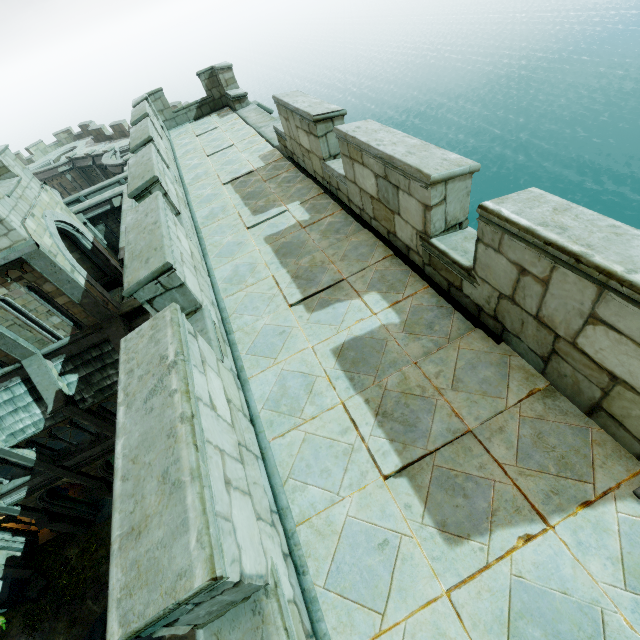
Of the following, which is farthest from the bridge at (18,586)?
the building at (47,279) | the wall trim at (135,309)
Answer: the wall trim at (135,309)

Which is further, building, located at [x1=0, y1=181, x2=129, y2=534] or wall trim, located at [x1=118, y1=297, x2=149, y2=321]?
wall trim, located at [x1=118, y1=297, x2=149, y2=321]

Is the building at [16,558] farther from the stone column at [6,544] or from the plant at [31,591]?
the plant at [31,591]

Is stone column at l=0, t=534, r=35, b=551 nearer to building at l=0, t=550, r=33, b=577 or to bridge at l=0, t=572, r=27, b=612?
building at l=0, t=550, r=33, b=577

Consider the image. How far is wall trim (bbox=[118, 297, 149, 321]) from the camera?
12.87m

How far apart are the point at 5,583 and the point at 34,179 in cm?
1976

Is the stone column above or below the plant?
above

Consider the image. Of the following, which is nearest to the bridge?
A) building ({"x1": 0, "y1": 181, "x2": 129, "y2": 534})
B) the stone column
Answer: building ({"x1": 0, "y1": 181, "x2": 129, "y2": 534})
